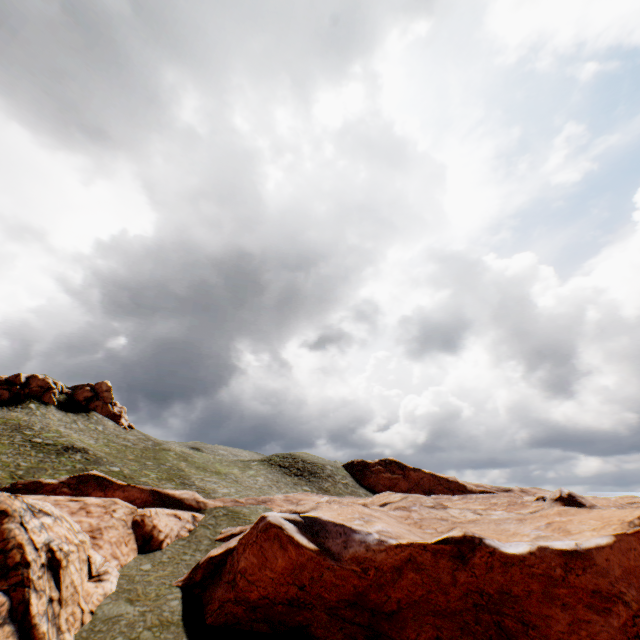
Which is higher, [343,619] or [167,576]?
[167,576]

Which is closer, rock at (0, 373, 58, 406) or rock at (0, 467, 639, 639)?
rock at (0, 467, 639, 639)

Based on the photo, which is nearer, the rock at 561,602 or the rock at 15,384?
the rock at 561,602

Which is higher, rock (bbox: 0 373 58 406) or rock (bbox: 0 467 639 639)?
rock (bbox: 0 373 58 406)

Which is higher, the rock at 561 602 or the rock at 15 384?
the rock at 15 384
